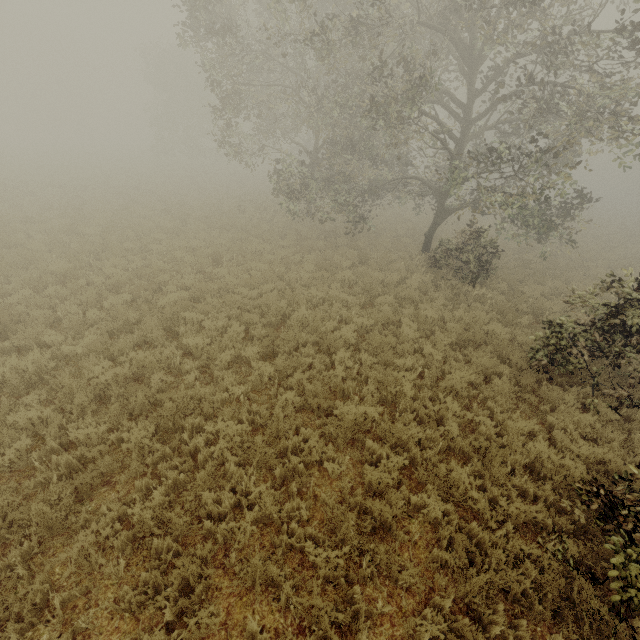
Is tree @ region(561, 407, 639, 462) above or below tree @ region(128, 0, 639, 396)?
below

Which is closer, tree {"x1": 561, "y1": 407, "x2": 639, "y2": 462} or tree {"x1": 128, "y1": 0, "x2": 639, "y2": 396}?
Answer: tree {"x1": 561, "y1": 407, "x2": 639, "y2": 462}

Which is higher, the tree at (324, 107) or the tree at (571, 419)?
the tree at (324, 107)

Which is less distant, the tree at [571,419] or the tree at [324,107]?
the tree at [571,419]

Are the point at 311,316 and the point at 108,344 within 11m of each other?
yes
